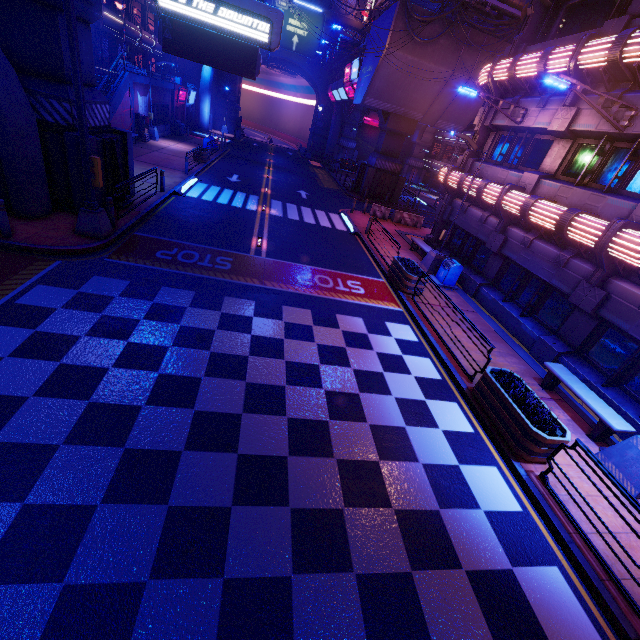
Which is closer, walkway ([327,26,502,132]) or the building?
walkway ([327,26,502,132])

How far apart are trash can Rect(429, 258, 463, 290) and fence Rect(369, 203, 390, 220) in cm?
1037

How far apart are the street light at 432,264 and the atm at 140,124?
25.3m

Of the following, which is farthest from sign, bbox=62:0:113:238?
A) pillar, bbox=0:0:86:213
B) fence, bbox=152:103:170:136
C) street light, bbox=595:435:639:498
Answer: fence, bbox=152:103:170:136

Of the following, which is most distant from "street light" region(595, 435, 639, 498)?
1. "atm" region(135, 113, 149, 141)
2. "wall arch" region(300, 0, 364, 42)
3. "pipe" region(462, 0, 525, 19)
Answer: "wall arch" region(300, 0, 364, 42)

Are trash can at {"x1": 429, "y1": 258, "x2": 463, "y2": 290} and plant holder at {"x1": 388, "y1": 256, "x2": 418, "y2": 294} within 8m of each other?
yes

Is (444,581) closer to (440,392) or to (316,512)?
(316,512)

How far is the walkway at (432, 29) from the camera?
23.19m
